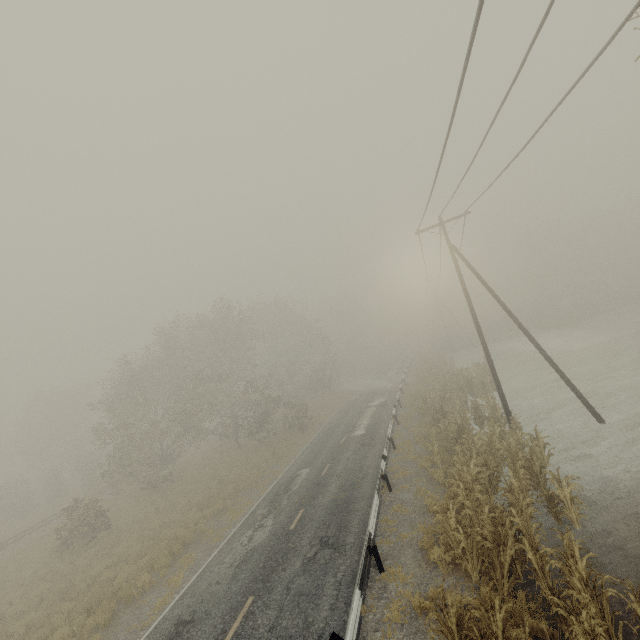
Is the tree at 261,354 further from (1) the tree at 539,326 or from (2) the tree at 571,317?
(2) the tree at 571,317

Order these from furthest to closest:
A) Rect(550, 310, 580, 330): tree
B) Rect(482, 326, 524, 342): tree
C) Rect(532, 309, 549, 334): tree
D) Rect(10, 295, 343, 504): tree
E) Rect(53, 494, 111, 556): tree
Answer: Rect(482, 326, 524, 342): tree → Rect(532, 309, 549, 334): tree → Rect(550, 310, 580, 330): tree → Rect(10, 295, 343, 504): tree → Rect(53, 494, 111, 556): tree

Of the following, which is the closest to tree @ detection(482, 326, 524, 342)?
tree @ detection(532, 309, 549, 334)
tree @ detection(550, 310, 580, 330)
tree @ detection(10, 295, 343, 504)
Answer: tree @ detection(550, 310, 580, 330)

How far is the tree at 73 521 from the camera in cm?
1998

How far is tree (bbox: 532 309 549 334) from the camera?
46.0 meters

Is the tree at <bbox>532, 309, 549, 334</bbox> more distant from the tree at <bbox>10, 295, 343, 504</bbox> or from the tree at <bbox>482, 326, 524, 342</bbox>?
the tree at <bbox>10, 295, 343, 504</bbox>

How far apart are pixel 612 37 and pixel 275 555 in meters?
16.9
